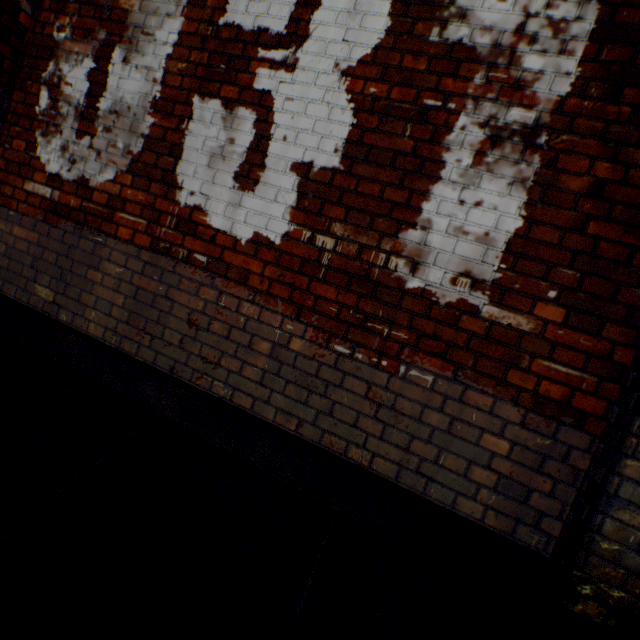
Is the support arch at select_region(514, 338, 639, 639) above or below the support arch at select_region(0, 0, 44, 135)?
below

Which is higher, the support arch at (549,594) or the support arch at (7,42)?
the support arch at (7,42)

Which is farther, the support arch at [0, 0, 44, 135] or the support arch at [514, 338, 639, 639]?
the support arch at [0, 0, 44, 135]

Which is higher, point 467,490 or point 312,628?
point 467,490

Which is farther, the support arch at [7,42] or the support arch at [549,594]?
the support arch at [7,42]
